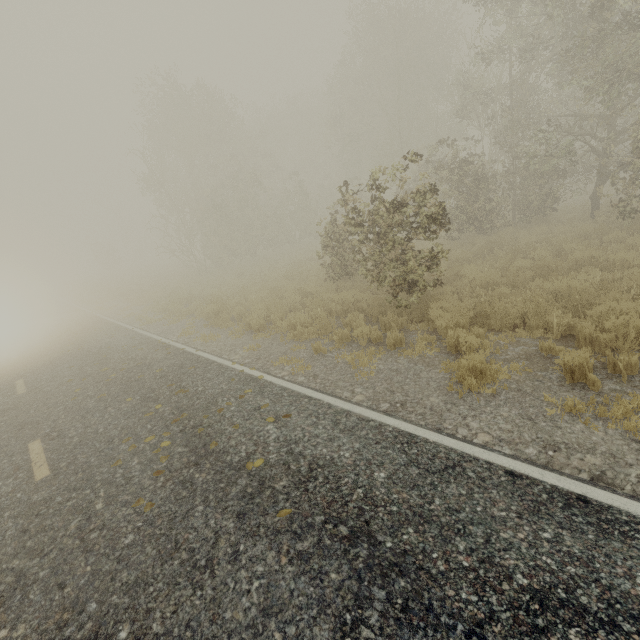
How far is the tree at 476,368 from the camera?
4.96m

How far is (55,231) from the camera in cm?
4012

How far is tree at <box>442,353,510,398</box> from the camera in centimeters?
496cm
